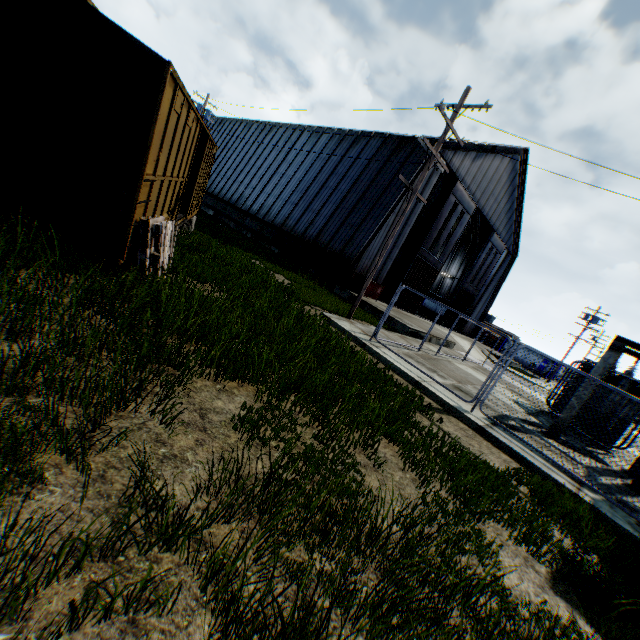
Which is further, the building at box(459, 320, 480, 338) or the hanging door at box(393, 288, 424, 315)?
the building at box(459, 320, 480, 338)

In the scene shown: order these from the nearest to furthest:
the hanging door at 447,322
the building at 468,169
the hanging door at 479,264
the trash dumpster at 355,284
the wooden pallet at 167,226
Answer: the wooden pallet at 167,226 → the trash dumpster at 355,284 → the building at 468,169 → the hanging door at 479,264 → the hanging door at 447,322

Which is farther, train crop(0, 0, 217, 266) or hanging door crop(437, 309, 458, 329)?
hanging door crop(437, 309, 458, 329)

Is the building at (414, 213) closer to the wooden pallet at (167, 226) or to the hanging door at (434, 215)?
the hanging door at (434, 215)

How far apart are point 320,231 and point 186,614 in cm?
2292

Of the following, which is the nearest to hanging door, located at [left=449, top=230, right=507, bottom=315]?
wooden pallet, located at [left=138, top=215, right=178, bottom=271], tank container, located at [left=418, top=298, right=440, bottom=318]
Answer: tank container, located at [left=418, top=298, right=440, bottom=318]

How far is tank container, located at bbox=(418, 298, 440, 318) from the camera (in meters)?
40.50

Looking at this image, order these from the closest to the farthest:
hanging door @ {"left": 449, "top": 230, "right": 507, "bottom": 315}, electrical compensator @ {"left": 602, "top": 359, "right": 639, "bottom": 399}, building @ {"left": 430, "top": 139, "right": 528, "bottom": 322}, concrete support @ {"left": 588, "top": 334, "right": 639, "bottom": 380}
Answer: concrete support @ {"left": 588, "top": 334, "right": 639, "bottom": 380} → electrical compensator @ {"left": 602, "top": 359, "right": 639, "bottom": 399} → building @ {"left": 430, "top": 139, "right": 528, "bottom": 322} → hanging door @ {"left": 449, "top": 230, "right": 507, "bottom": 315}
